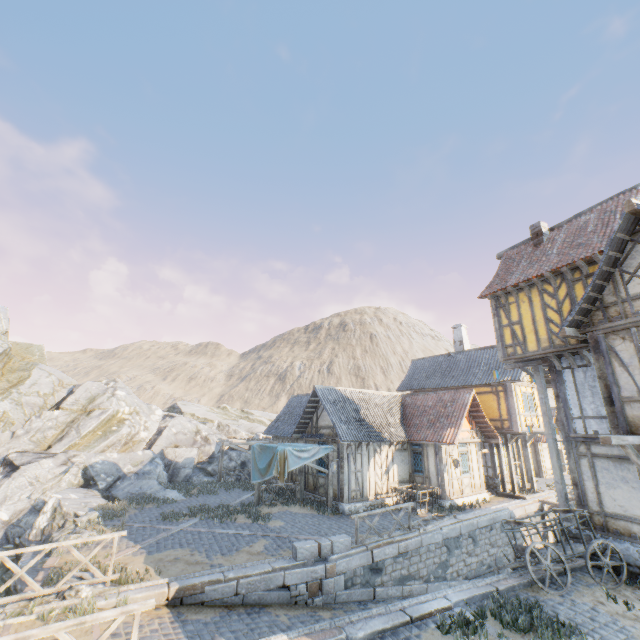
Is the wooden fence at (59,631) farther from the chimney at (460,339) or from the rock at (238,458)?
the chimney at (460,339)

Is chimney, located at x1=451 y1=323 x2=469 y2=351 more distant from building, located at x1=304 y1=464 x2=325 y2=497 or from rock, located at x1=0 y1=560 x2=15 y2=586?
rock, located at x1=0 y1=560 x2=15 y2=586

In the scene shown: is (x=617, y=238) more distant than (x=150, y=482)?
No

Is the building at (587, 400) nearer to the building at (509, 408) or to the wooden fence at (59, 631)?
the building at (509, 408)

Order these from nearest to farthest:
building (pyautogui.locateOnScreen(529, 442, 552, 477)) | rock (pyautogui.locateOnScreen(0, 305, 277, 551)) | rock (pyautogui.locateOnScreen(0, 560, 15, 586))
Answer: rock (pyautogui.locateOnScreen(0, 560, 15, 586)) → rock (pyautogui.locateOnScreen(0, 305, 277, 551)) → building (pyautogui.locateOnScreen(529, 442, 552, 477))

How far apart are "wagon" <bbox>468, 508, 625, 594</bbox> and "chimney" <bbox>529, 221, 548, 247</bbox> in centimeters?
1046cm

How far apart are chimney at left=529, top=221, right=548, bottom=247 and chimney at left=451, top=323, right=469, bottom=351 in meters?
12.4

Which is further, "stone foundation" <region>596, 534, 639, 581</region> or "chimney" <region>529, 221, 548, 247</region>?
"chimney" <region>529, 221, 548, 247</region>
